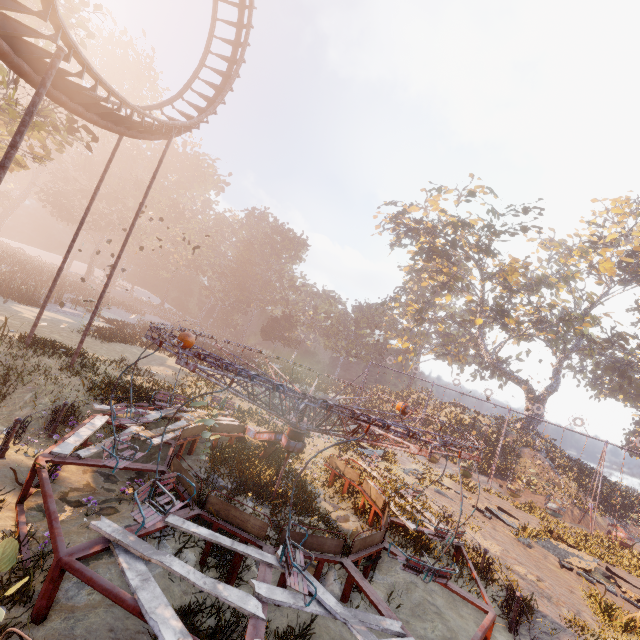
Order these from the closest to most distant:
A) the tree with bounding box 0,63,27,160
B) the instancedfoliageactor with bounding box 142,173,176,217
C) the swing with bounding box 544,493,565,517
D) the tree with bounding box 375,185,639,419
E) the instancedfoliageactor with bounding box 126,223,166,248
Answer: the tree with bounding box 0,63,27,160, the swing with bounding box 544,493,565,517, the tree with bounding box 375,185,639,419, the instancedfoliageactor with bounding box 126,223,166,248, the instancedfoliageactor with bounding box 142,173,176,217

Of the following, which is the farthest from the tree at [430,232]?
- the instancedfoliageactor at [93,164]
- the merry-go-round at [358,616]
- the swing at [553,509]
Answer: the merry-go-round at [358,616]

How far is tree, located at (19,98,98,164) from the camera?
16.5 meters

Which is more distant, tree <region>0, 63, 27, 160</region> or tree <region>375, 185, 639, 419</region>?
tree <region>375, 185, 639, 419</region>

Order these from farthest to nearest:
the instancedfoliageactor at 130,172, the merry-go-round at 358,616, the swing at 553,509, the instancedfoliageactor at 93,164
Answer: the instancedfoliageactor at 93,164 < the instancedfoliageactor at 130,172 < the swing at 553,509 < the merry-go-round at 358,616

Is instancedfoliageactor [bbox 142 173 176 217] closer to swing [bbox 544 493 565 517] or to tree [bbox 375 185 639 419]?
tree [bbox 375 185 639 419]

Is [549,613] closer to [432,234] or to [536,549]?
[536,549]

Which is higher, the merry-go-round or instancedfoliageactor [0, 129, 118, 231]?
instancedfoliageactor [0, 129, 118, 231]
